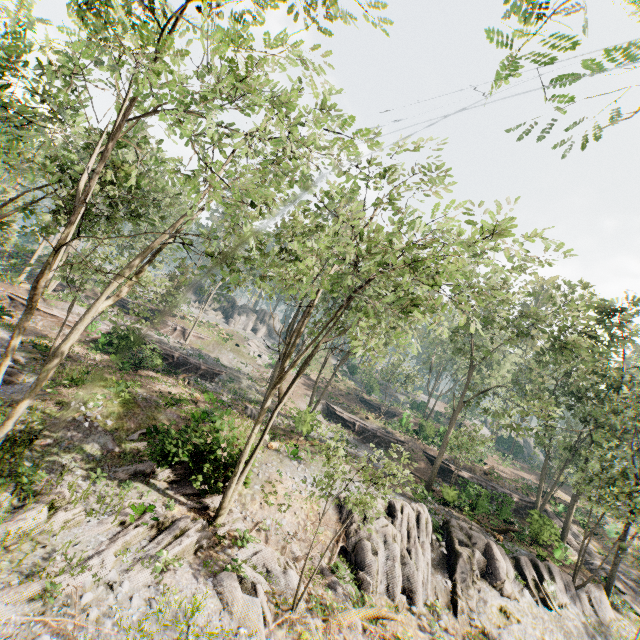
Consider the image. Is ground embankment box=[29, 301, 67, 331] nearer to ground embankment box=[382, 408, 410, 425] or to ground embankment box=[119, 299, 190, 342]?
ground embankment box=[119, 299, 190, 342]

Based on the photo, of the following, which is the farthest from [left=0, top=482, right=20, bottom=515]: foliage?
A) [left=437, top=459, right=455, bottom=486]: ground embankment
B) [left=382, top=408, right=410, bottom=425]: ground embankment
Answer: [left=382, top=408, right=410, bottom=425]: ground embankment

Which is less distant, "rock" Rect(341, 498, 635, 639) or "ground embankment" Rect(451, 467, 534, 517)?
"rock" Rect(341, 498, 635, 639)

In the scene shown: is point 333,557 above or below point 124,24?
below

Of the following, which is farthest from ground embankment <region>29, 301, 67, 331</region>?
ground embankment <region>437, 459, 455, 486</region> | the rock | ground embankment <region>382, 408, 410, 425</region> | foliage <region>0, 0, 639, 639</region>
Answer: ground embankment <region>382, 408, 410, 425</region>

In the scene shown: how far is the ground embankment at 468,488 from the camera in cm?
2339

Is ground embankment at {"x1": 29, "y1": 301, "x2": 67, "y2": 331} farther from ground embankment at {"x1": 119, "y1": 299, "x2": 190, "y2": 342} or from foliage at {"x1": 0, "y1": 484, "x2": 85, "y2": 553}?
ground embankment at {"x1": 119, "y1": 299, "x2": 190, "y2": 342}

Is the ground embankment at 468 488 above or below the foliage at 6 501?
above
